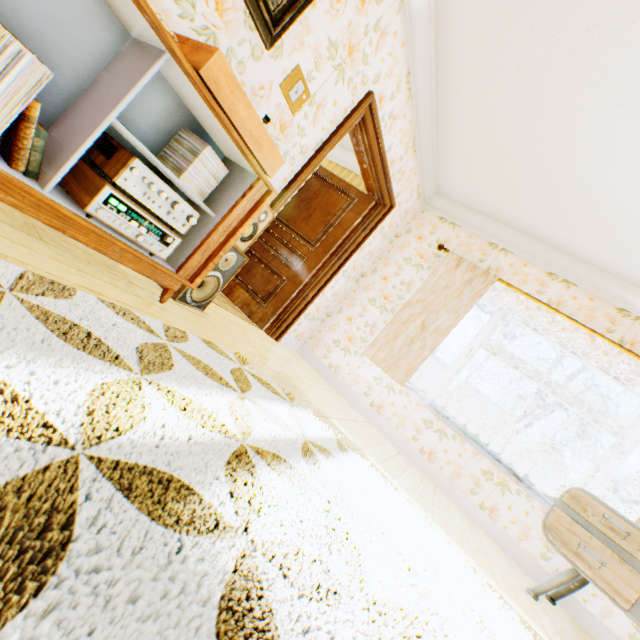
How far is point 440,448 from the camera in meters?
3.9 m

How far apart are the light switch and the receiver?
1.36m

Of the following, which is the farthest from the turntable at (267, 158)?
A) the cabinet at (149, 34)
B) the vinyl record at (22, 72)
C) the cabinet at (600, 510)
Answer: the cabinet at (600, 510)

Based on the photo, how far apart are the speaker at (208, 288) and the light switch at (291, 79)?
0.77m

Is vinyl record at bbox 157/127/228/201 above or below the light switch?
below

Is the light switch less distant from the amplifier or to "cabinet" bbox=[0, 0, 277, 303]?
"cabinet" bbox=[0, 0, 277, 303]

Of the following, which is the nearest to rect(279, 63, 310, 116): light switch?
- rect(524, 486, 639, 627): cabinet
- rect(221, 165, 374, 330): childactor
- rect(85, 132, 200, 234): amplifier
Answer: rect(85, 132, 200, 234): amplifier

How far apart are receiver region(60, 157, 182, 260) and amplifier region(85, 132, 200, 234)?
0.1 meters
